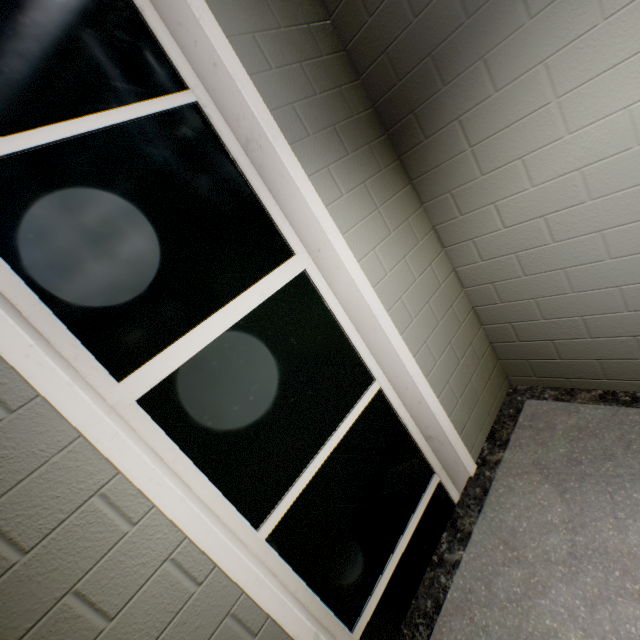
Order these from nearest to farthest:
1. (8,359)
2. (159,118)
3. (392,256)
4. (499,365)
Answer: (8,359), (159,118), (392,256), (499,365)
